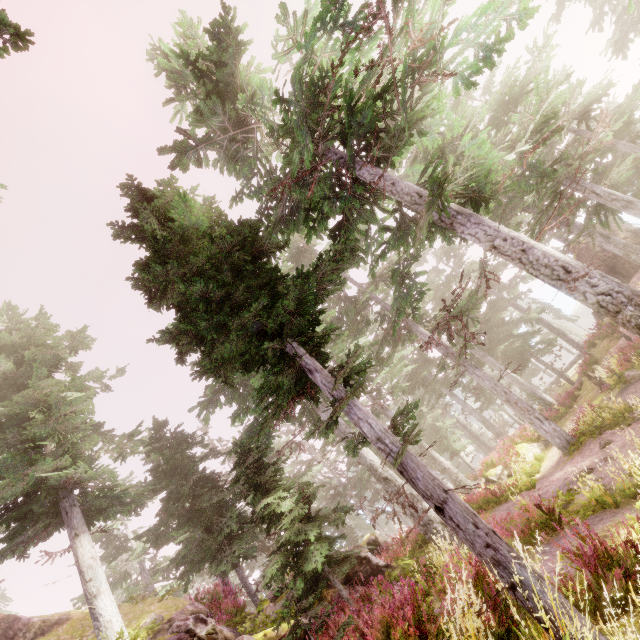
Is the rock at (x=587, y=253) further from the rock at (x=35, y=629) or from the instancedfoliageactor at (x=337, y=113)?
the rock at (x=35, y=629)

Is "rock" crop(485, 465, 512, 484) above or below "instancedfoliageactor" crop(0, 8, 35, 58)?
below

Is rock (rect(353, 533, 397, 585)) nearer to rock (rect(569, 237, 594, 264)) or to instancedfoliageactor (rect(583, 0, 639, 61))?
instancedfoliageactor (rect(583, 0, 639, 61))

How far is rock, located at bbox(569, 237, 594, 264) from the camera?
24.28m

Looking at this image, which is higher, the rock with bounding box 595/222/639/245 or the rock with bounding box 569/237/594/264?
the rock with bounding box 569/237/594/264

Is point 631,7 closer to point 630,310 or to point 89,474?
point 630,310

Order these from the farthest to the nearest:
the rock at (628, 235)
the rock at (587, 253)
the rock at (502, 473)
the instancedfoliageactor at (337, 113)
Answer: the rock at (587, 253)
the rock at (628, 235)
the rock at (502, 473)
the instancedfoliageactor at (337, 113)
